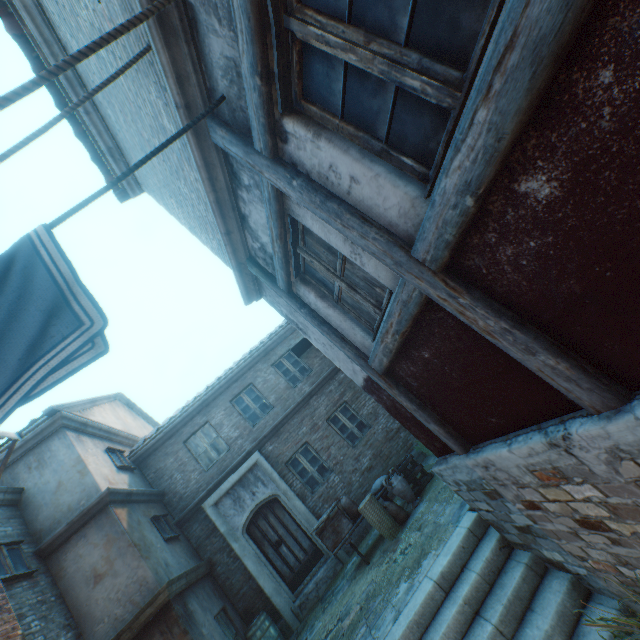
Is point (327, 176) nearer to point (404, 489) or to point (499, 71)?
point (499, 71)

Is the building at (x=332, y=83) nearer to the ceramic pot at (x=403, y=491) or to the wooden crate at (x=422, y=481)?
the wooden crate at (x=422, y=481)

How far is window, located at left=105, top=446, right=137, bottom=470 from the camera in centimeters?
942cm

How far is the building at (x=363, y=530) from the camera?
9.6m

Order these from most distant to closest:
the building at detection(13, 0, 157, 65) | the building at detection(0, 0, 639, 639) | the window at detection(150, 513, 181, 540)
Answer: the window at detection(150, 513, 181, 540) < the building at detection(13, 0, 157, 65) < the building at detection(0, 0, 639, 639)

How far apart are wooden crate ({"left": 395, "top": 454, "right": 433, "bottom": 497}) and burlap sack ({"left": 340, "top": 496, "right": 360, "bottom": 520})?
1.07m

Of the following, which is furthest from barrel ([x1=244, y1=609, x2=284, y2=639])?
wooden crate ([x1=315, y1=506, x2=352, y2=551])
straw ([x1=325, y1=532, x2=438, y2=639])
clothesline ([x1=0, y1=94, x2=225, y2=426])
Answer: clothesline ([x1=0, y1=94, x2=225, y2=426])

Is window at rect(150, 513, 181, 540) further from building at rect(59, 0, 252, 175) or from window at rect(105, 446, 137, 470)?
window at rect(105, 446, 137, 470)
